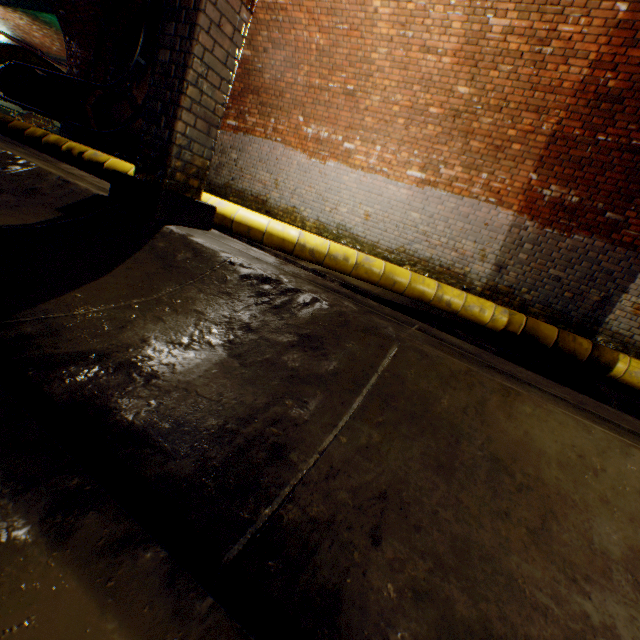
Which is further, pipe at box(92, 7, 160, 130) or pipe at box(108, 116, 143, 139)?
pipe at box(108, 116, 143, 139)

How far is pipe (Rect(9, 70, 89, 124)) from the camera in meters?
8.7 m

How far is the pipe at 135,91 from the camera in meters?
7.4 m

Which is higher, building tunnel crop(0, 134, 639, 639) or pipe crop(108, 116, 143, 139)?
pipe crop(108, 116, 143, 139)

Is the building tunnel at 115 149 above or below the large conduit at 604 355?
above

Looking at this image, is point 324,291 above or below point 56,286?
above

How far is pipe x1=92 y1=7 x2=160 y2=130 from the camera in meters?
7.4
